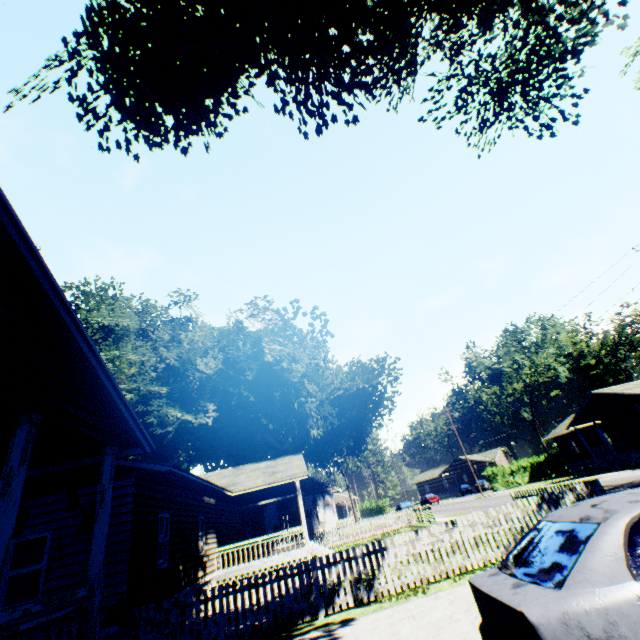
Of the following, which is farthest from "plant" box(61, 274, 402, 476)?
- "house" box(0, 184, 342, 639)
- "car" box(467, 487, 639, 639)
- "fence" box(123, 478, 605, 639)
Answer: "fence" box(123, 478, 605, 639)

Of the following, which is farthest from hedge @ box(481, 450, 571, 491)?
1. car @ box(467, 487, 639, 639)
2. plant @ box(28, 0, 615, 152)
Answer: car @ box(467, 487, 639, 639)

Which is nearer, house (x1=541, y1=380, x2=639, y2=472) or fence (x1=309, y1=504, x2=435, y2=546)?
fence (x1=309, y1=504, x2=435, y2=546)

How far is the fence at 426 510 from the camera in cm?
2541

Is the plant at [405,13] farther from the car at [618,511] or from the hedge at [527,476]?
the hedge at [527,476]

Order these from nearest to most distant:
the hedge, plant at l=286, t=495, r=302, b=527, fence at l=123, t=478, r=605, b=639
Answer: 1. fence at l=123, t=478, r=605, b=639
2. plant at l=286, t=495, r=302, b=527
3. the hedge

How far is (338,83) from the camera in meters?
12.0 m

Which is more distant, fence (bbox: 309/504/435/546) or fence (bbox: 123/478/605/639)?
fence (bbox: 309/504/435/546)
